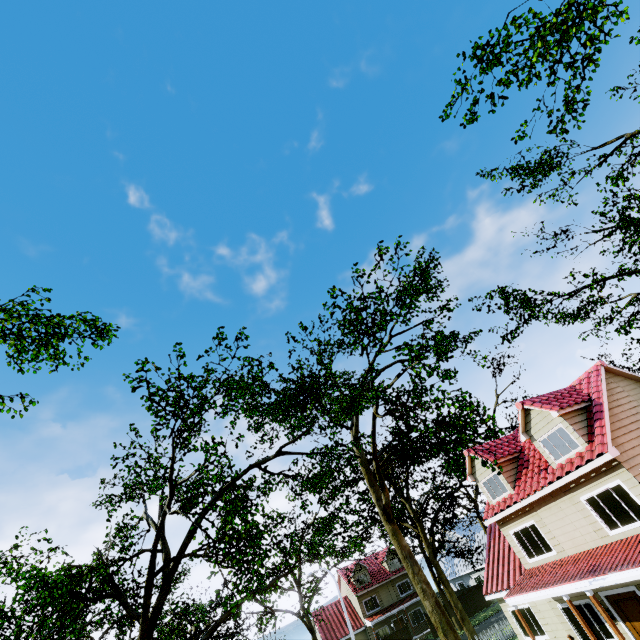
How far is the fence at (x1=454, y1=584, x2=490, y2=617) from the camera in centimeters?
3744cm

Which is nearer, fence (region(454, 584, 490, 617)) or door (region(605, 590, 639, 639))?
door (region(605, 590, 639, 639))

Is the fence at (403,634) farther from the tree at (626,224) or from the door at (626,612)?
the door at (626,612)

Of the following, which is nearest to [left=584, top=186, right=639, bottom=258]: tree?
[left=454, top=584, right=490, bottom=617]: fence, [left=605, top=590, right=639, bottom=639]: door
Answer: [left=454, top=584, right=490, bottom=617]: fence

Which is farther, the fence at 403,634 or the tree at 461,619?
the fence at 403,634

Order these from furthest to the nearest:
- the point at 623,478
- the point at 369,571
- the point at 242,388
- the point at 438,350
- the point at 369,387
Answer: the point at 438,350, the point at 369,571, the point at 369,387, the point at 242,388, the point at 623,478

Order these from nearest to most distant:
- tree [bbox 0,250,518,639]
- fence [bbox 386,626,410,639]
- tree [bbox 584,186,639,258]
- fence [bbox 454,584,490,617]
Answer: tree [bbox 0,250,518,639] → tree [bbox 584,186,639,258] → fence [bbox 386,626,410,639] → fence [bbox 454,584,490,617]

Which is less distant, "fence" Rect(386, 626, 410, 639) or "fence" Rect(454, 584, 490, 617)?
"fence" Rect(386, 626, 410, 639)
